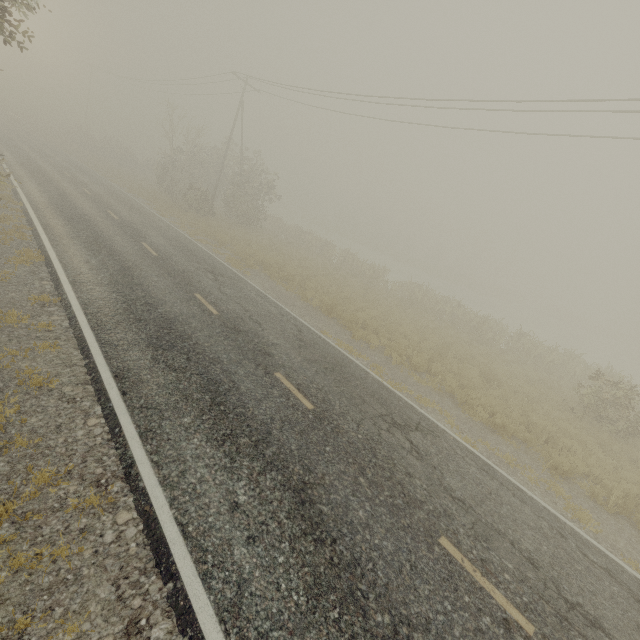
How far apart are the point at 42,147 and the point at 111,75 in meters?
23.1
